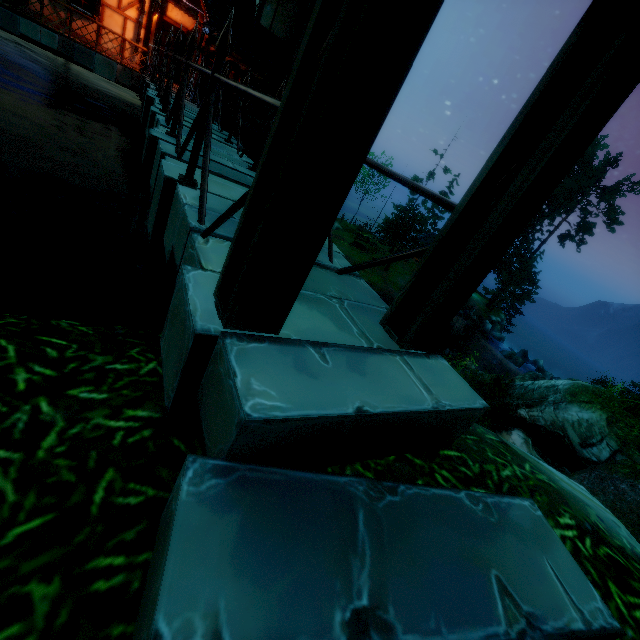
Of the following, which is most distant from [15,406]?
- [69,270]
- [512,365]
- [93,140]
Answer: [512,365]

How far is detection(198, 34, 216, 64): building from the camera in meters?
15.3

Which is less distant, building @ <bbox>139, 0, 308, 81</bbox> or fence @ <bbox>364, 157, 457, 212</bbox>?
fence @ <bbox>364, 157, 457, 212</bbox>

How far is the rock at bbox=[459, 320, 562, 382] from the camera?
24.4 meters

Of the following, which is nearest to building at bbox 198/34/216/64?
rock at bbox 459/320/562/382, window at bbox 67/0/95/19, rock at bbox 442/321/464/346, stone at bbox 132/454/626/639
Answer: window at bbox 67/0/95/19

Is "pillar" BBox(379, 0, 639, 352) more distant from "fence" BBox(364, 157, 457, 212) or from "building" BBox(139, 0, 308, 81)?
"building" BBox(139, 0, 308, 81)

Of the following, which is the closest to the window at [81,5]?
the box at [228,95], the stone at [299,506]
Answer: the box at [228,95]

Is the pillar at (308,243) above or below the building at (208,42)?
below
